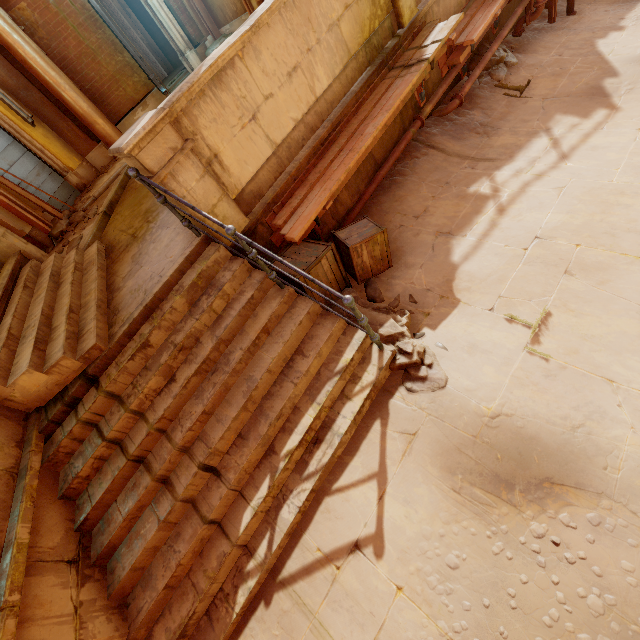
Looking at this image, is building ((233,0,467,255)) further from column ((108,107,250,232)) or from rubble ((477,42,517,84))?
rubble ((477,42,517,84))

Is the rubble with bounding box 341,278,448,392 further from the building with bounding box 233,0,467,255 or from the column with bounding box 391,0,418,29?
the column with bounding box 391,0,418,29

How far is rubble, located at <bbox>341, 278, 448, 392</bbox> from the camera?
3.4m

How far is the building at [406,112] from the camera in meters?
5.3 m

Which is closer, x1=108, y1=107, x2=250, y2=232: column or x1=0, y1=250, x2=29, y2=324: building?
x1=108, y1=107, x2=250, y2=232: column

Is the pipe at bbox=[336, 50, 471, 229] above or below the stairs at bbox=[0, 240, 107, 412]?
below

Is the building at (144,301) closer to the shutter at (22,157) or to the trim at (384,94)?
the trim at (384,94)

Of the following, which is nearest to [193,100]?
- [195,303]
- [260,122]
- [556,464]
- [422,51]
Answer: [260,122]
